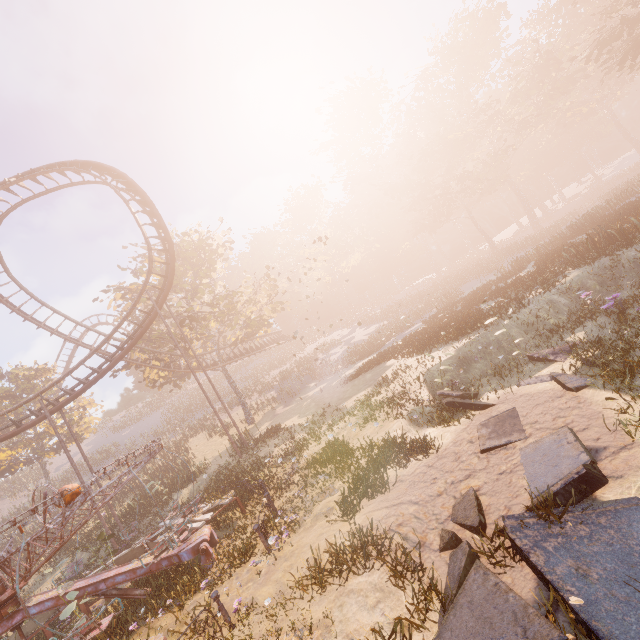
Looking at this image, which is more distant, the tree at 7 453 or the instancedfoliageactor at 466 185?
the tree at 7 453

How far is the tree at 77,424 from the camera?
33.59m

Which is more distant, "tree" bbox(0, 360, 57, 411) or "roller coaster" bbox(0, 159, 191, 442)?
"tree" bbox(0, 360, 57, 411)

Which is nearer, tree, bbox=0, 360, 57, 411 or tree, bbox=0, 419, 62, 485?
tree, bbox=0, 419, 62, 485

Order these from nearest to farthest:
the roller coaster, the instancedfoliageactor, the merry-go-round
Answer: the merry-go-round, the roller coaster, the instancedfoliageactor

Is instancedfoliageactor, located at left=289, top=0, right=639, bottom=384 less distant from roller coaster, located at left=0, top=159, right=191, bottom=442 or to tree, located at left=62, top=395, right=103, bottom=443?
tree, located at left=62, top=395, right=103, bottom=443

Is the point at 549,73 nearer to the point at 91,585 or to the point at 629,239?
the point at 629,239

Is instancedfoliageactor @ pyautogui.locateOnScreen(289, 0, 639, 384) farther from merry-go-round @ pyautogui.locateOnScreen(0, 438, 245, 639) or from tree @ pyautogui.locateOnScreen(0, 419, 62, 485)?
tree @ pyautogui.locateOnScreen(0, 419, 62, 485)
